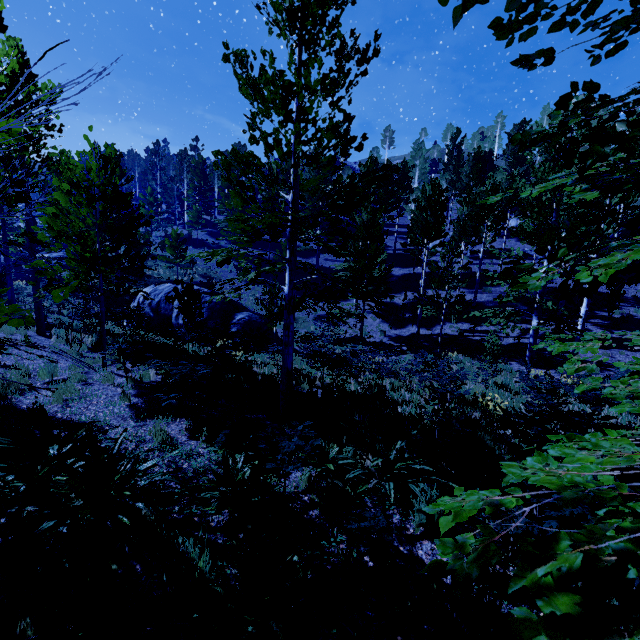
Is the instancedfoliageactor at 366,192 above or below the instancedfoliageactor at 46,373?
above

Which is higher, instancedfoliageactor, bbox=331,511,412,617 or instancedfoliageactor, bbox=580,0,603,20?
instancedfoliageactor, bbox=580,0,603,20

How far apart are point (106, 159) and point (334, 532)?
9.5 meters

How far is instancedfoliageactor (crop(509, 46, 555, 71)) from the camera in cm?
152

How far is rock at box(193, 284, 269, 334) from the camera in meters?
17.2

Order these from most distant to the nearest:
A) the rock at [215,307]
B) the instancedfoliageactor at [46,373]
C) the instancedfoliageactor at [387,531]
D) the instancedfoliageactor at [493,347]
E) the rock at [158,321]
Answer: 1. the rock at [158,321]
2. the rock at [215,307]
3. the instancedfoliageactor at [493,347]
4. the instancedfoliageactor at [46,373]
5. the instancedfoliageactor at [387,531]
